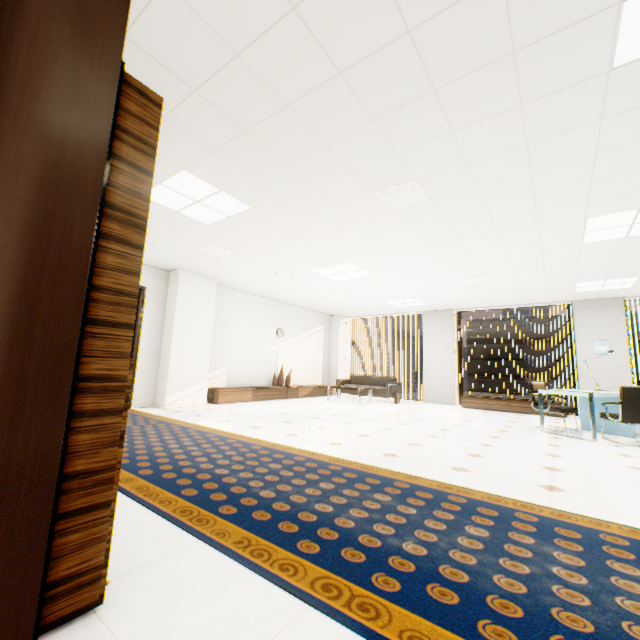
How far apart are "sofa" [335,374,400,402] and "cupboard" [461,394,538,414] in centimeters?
178cm

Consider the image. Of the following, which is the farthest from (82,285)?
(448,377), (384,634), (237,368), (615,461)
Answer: (448,377)

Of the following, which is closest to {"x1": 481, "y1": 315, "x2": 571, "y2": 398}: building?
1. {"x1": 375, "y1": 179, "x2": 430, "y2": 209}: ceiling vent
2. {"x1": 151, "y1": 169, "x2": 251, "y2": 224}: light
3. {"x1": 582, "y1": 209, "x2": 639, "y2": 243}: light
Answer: {"x1": 582, "y1": 209, "x2": 639, "y2": 243}: light

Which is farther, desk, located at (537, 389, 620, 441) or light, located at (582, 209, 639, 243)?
desk, located at (537, 389, 620, 441)

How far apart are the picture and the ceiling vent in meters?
7.4 m

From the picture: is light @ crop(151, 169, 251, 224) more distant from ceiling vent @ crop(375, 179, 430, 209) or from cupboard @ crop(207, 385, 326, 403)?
cupboard @ crop(207, 385, 326, 403)

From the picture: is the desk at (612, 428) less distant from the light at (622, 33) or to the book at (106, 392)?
the light at (622, 33)

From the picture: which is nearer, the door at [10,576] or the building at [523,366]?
the door at [10,576]
